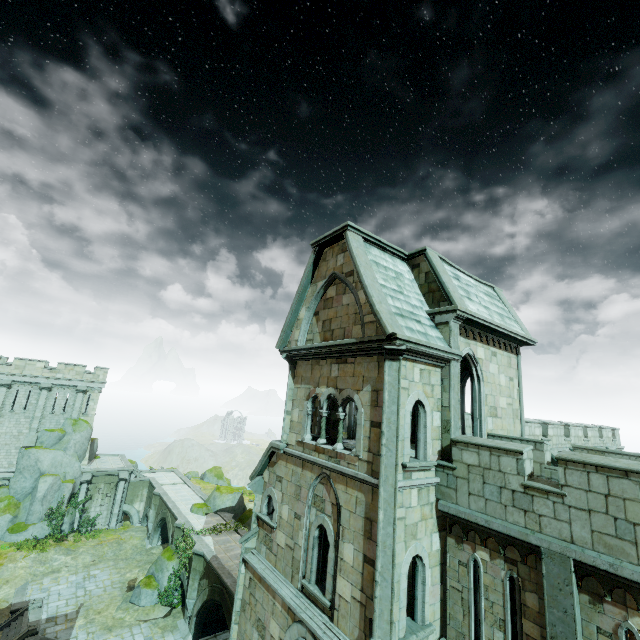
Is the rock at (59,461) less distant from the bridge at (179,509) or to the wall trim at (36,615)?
the wall trim at (36,615)

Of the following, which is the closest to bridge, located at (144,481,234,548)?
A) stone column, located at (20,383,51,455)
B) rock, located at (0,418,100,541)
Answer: rock, located at (0,418,100,541)

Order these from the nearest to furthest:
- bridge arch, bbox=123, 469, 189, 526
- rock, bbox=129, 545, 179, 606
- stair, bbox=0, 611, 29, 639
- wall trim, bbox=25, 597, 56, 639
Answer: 1. wall trim, bbox=25, 597, 56, 639
2. stair, bbox=0, 611, 29, 639
3. rock, bbox=129, 545, 179, 606
4. bridge arch, bbox=123, 469, 189, 526

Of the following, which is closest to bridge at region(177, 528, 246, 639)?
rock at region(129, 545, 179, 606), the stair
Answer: rock at region(129, 545, 179, 606)

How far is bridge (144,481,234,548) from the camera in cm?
2720

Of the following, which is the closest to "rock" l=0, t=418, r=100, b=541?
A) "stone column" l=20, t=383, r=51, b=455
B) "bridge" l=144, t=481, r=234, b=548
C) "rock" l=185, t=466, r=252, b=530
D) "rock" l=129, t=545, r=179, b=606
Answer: "stone column" l=20, t=383, r=51, b=455

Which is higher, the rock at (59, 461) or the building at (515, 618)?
the building at (515, 618)

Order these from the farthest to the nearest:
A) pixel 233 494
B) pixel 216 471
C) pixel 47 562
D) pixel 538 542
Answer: pixel 216 471
pixel 233 494
pixel 47 562
pixel 538 542
